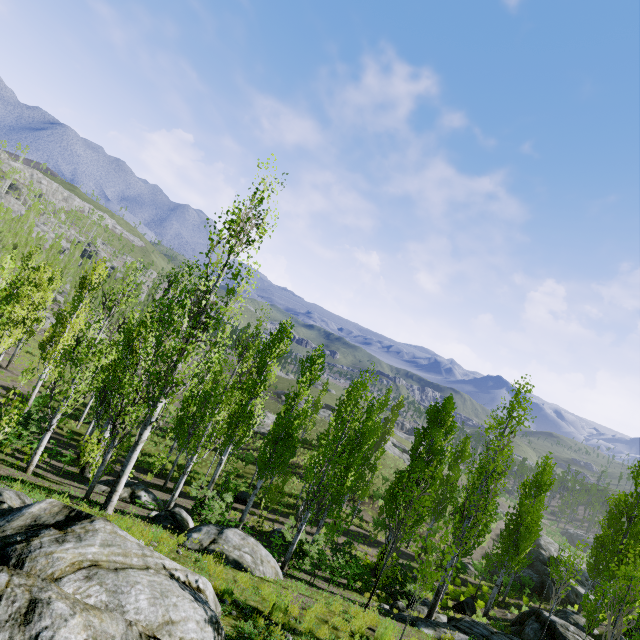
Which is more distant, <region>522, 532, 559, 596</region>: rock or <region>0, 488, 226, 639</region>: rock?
<region>522, 532, 559, 596</region>: rock

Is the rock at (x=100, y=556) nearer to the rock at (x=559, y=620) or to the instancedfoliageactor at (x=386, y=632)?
the instancedfoliageactor at (x=386, y=632)

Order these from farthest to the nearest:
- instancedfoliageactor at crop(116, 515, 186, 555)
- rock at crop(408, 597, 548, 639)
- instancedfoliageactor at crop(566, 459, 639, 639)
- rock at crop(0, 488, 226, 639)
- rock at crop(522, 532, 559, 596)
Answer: rock at crop(522, 532, 559, 596) < rock at crop(408, 597, 548, 639) < instancedfoliageactor at crop(566, 459, 639, 639) < instancedfoliageactor at crop(116, 515, 186, 555) < rock at crop(0, 488, 226, 639)

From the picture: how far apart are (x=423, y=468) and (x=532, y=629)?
8.3m

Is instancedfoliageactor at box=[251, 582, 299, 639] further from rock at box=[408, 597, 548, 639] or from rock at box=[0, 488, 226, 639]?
rock at box=[408, 597, 548, 639]

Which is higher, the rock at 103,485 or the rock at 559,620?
the rock at 559,620

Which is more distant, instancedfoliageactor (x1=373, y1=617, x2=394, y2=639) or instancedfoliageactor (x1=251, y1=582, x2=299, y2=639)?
instancedfoliageactor (x1=373, y1=617, x2=394, y2=639)
